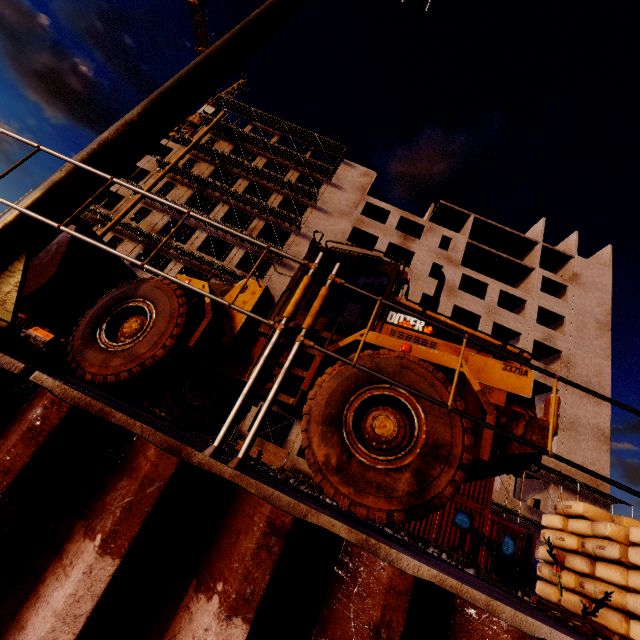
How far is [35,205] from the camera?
2.5m

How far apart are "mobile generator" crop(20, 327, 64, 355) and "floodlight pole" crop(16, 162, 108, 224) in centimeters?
1943cm

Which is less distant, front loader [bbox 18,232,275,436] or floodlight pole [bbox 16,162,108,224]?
floodlight pole [bbox 16,162,108,224]

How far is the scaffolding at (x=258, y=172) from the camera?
32.5 meters

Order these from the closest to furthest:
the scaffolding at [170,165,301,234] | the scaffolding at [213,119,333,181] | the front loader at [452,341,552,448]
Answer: the front loader at [452,341,552,448] < the scaffolding at [170,165,301,234] < the scaffolding at [213,119,333,181]

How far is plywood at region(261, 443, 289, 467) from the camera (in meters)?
17.16

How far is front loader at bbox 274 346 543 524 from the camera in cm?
321

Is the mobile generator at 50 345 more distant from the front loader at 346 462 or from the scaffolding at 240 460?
the scaffolding at 240 460
